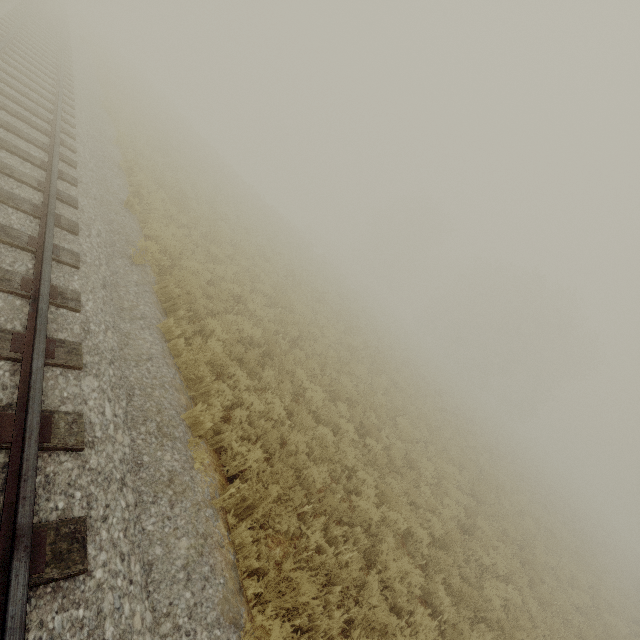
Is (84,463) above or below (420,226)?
below
